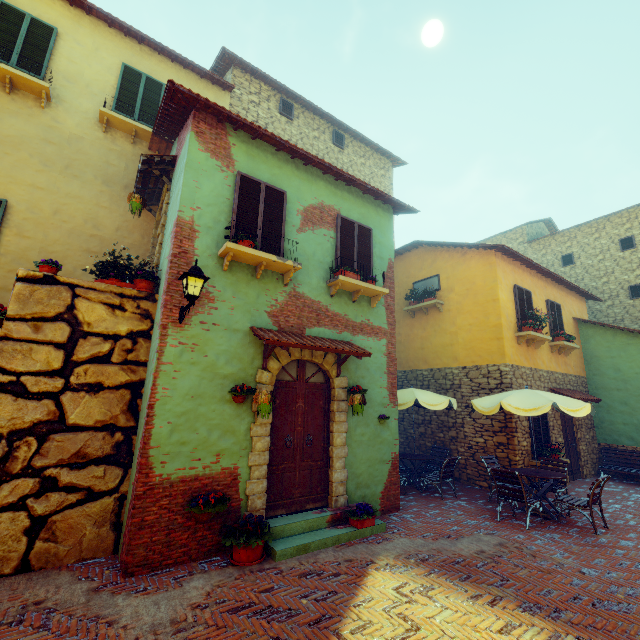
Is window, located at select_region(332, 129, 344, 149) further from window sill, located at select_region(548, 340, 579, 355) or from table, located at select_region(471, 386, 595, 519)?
table, located at select_region(471, 386, 595, 519)

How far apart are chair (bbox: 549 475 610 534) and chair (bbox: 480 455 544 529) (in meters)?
0.46

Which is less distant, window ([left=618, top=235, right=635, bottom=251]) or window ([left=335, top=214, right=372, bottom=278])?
window ([left=335, top=214, right=372, bottom=278])

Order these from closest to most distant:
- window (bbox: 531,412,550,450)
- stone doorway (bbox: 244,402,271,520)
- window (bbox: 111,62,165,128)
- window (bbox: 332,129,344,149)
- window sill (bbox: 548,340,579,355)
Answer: stone doorway (bbox: 244,402,271,520) → window (bbox: 111,62,165,128) → window (bbox: 531,412,550,450) → window sill (bbox: 548,340,579,355) → window (bbox: 332,129,344,149)

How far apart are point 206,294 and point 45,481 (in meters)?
3.58

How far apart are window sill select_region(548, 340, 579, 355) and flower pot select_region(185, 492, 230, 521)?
11.9 meters

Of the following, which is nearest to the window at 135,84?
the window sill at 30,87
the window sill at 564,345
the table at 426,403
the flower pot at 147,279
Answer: A: the window sill at 30,87

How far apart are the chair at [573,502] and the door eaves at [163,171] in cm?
1110
